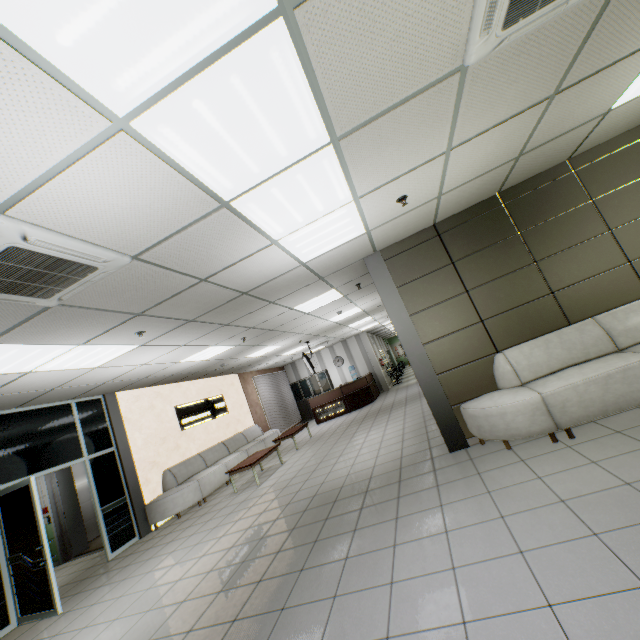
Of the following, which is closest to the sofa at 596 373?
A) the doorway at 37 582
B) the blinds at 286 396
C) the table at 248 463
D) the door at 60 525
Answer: the table at 248 463

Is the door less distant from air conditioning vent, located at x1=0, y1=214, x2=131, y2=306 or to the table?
the table

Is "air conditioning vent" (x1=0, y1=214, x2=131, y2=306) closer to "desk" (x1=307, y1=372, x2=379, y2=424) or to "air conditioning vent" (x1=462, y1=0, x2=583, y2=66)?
"air conditioning vent" (x1=462, y1=0, x2=583, y2=66)

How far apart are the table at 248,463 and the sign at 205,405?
2.1m

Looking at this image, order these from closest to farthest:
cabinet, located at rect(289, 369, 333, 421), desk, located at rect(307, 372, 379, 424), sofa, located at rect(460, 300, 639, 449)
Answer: sofa, located at rect(460, 300, 639, 449) → desk, located at rect(307, 372, 379, 424) → cabinet, located at rect(289, 369, 333, 421)

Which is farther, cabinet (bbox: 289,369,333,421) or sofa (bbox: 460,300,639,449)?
cabinet (bbox: 289,369,333,421)

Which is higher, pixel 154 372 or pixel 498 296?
pixel 154 372

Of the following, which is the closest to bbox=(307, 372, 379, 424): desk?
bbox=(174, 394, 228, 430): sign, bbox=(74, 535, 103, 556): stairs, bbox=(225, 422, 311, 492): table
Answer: bbox=(74, 535, 103, 556): stairs
